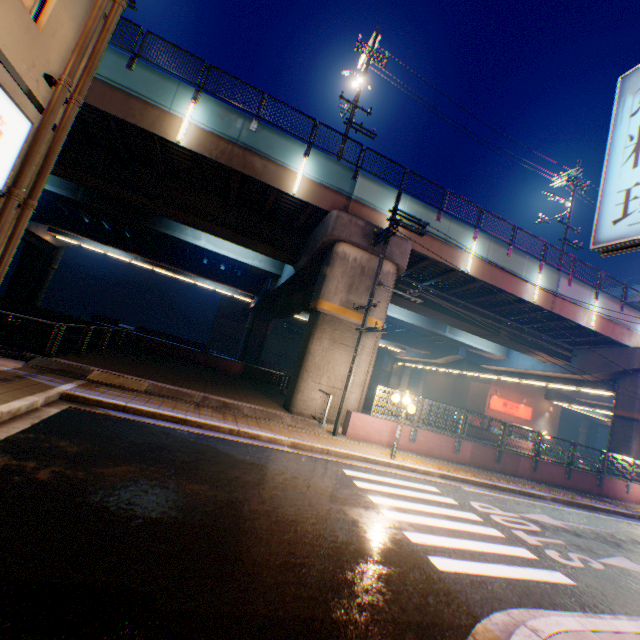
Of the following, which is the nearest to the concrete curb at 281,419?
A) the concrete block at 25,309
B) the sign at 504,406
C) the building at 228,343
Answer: the concrete block at 25,309

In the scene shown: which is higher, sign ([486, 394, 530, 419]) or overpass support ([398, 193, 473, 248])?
overpass support ([398, 193, 473, 248])

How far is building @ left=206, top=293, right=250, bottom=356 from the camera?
52.6m

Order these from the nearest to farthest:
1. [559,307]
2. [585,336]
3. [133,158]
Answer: [133,158] < [559,307] < [585,336]

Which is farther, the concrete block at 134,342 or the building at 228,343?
the building at 228,343

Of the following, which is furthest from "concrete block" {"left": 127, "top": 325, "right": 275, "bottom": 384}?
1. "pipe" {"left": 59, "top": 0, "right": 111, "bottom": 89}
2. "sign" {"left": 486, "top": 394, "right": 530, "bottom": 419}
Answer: "pipe" {"left": 59, "top": 0, "right": 111, "bottom": 89}

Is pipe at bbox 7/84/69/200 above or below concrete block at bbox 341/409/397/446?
above

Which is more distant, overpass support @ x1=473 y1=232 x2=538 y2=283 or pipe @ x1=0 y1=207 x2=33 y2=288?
overpass support @ x1=473 y1=232 x2=538 y2=283
